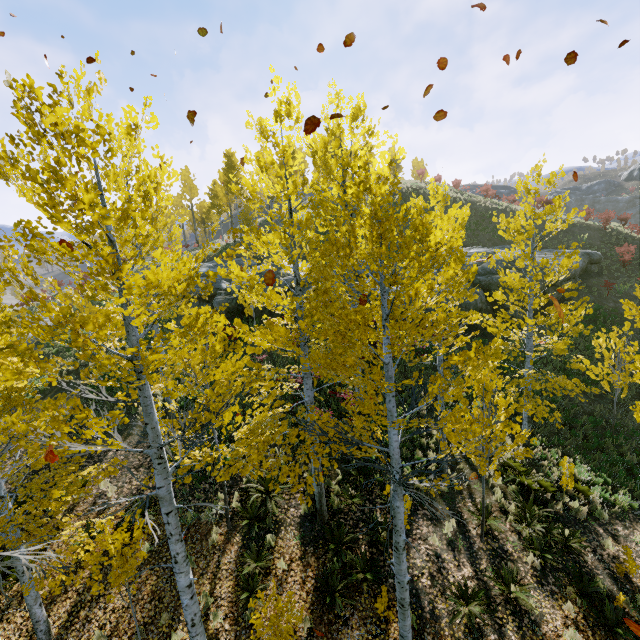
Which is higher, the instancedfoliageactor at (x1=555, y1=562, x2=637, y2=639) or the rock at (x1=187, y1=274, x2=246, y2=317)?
the rock at (x1=187, y1=274, x2=246, y2=317)

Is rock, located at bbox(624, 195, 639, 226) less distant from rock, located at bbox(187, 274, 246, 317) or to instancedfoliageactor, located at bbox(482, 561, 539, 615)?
rock, located at bbox(187, 274, 246, 317)

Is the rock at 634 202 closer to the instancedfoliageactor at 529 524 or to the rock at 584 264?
the rock at 584 264

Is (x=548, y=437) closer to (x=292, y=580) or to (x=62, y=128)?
(x=292, y=580)

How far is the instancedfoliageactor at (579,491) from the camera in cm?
989

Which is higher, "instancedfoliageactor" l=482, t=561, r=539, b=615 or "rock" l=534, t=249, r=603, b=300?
"rock" l=534, t=249, r=603, b=300

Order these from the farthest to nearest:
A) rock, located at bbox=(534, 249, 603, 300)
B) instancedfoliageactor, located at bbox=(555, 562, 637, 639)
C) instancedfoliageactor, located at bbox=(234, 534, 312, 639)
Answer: rock, located at bbox=(534, 249, 603, 300), instancedfoliageactor, located at bbox=(555, 562, 637, 639), instancedfoliageactor, located at bbox=(234, 534, 312, 639)

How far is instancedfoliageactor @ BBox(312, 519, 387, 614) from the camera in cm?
713
